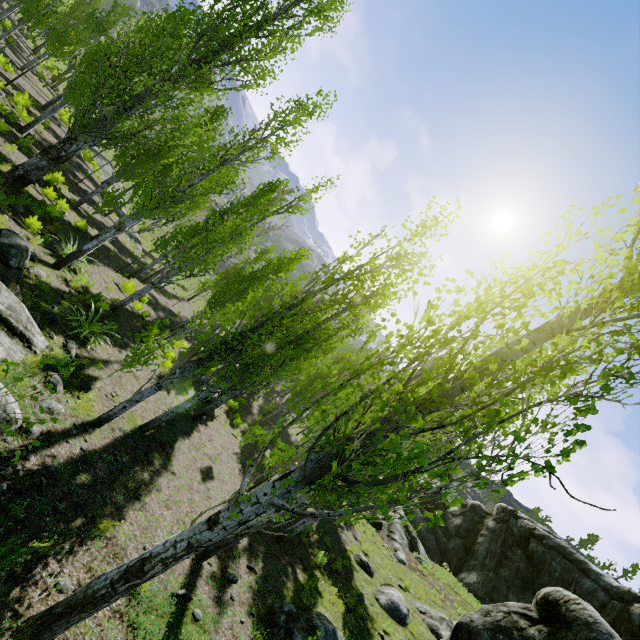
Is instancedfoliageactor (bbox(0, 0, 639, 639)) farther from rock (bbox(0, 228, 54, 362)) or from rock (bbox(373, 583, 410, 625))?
rock (bbox(373, 583, 410, 625))

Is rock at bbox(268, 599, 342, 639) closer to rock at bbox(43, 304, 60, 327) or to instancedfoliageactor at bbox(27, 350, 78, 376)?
rock at bbox(43, 304, 60, 327)

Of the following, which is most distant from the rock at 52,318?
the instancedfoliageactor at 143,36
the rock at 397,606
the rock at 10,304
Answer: the rock at 10,304

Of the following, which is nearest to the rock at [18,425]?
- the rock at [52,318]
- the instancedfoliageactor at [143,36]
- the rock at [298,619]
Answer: the instancedfoliageactor at [143,36]

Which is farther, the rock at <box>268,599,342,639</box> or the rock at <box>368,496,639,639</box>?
the rock at <box>368,496,639,639</box>

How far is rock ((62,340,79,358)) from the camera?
8.7m

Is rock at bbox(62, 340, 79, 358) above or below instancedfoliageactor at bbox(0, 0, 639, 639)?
below

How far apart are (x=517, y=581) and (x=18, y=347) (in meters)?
31.47
